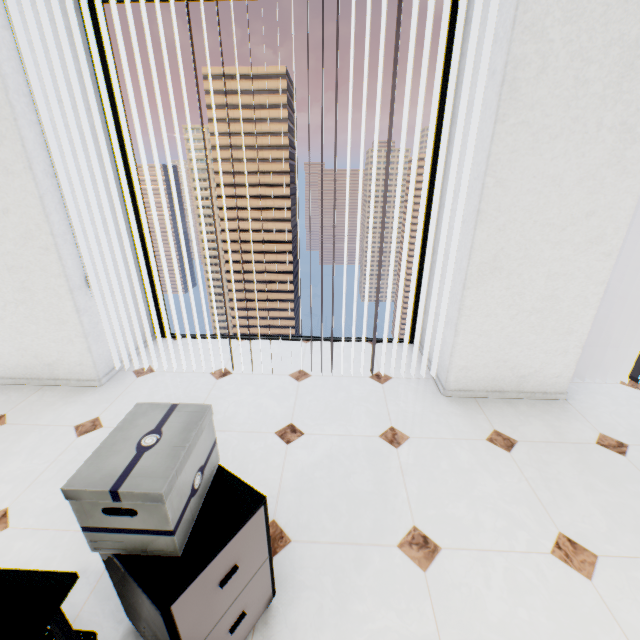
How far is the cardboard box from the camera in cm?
86

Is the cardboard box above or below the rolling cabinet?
above

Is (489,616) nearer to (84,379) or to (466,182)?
(466,182)

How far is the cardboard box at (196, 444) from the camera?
0.9 meters

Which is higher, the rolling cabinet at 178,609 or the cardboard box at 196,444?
the cardboard box at 196,444

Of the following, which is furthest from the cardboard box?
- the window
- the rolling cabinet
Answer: the window

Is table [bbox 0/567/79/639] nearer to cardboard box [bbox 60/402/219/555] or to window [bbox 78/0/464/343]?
cardboard box [bbox 60/402/219/555]

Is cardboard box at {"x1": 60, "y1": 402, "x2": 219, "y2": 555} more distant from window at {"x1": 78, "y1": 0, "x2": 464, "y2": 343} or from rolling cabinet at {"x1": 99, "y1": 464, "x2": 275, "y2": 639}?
window at {"x1": 78, "y1": 0, "x2": 464, "y2": 343}
